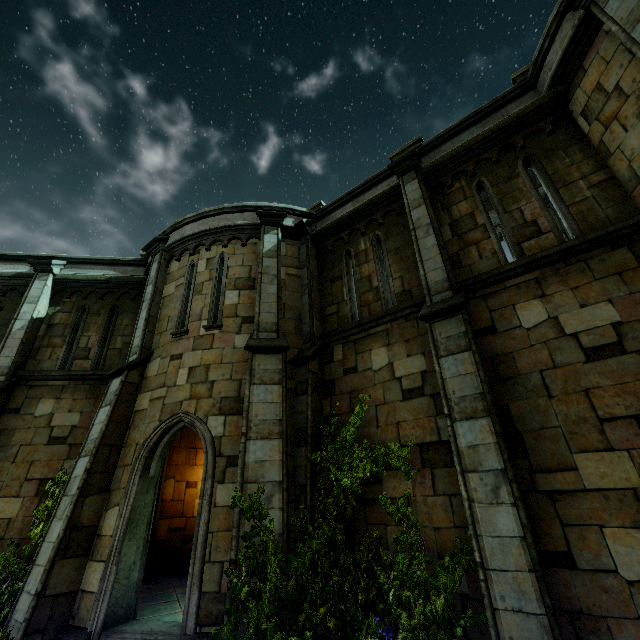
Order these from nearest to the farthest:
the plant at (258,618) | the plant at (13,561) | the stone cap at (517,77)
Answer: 1. the plant at (258,618)
2. the plant at (13,561)
3. the stone cap at (517,77)

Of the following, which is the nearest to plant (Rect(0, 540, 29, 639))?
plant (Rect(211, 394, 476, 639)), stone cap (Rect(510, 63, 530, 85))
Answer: plant (Rect(211, 394, 476, 639))

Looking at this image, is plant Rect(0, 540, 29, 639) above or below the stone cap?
below

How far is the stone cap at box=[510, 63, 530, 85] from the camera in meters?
7.4 m

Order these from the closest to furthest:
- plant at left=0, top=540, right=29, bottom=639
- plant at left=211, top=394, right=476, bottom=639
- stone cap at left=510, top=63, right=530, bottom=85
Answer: plant at left=211, top=394, right=476, bottom=639 → plant at left=0, top=540, right=29, bottom=639 → stone cap at left=510, top=63, right=530, bottom=85

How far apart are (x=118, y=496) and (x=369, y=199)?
9.5m

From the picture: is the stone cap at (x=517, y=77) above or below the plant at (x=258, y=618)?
above
